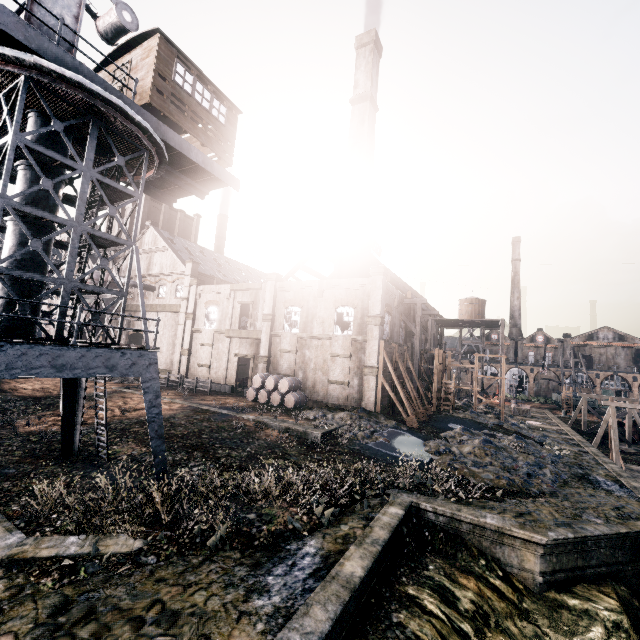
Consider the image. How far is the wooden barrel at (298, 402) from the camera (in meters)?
29.25

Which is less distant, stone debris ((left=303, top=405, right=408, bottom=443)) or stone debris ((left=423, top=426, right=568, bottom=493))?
stone debris ((left=423, top=426, right=568, bottom=493))

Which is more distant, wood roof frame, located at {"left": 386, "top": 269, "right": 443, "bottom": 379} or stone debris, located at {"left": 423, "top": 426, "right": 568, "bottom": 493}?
wood roof frame, located at {"left": 386, "top": 269, "right": 443, "bottom": 379}

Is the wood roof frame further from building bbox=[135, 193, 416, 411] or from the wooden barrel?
the wooden barrel

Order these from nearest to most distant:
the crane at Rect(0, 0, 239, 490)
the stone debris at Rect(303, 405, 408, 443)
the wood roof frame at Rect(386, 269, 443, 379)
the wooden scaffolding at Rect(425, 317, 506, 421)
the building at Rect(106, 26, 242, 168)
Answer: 1. the crane at Rect(0, 0, 239, 490)
2. the building at Rect(106, 26, 242, 168)
3. the stone debris at Rect(303, 405, 408, 443)
4. the wood roof frame at Rect(386, 269, 443, 379)
5. the wooden scaffolding at Rect(425, 317, 506, 421)

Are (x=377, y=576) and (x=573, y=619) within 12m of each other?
yes

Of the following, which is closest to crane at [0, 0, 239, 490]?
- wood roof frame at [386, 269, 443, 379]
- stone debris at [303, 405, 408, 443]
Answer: stone debris at [303, 405, 408, 443]

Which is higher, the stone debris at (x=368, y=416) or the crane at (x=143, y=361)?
the crane at (x=143, y=361)
